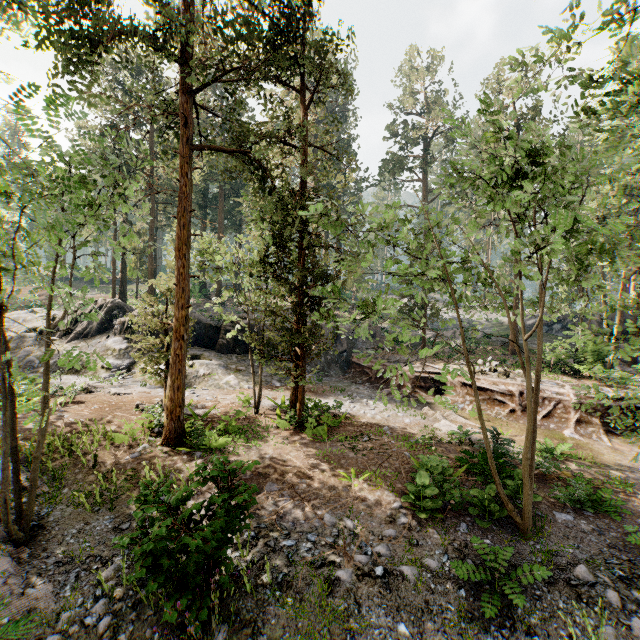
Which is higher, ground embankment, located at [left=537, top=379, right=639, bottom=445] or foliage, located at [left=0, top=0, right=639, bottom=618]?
foliage, located at [left=0, top=0, right=639, bottom=618]

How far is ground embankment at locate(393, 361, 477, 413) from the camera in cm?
1828

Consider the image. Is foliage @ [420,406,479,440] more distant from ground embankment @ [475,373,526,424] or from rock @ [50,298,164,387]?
rock @ [50,298,164,387]

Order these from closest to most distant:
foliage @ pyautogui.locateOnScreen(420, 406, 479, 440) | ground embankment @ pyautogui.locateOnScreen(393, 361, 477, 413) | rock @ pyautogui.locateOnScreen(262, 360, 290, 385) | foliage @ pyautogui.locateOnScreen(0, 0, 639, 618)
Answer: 1. foliage @ pyautogui.locateOnScreen(0, 0, 639, 618)
2. foliage @ pyautogui.locateOnScreen(420, 406, 479, 440)
3. ground embankment @ pyautogui.locateOnScreen(393, 361, 477, 413)
4. rock @ pyautogui.locateOnScreen(262, 360, 290, 385)

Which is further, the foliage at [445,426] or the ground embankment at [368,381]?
the ground embankment at [368,381]

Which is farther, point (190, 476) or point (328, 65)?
point (328, 65)

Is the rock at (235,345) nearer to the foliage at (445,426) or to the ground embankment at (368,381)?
the ground embankment at (368,381)
